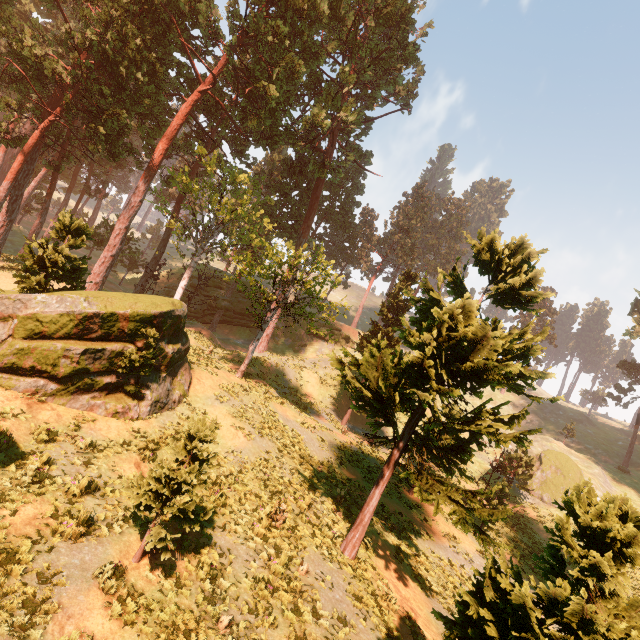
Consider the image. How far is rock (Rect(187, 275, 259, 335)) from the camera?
42.84m

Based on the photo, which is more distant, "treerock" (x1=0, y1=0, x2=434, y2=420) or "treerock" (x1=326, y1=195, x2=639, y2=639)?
"treerock" (x1=0, y1=0, x2=434, y2=420)

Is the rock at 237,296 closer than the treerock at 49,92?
No

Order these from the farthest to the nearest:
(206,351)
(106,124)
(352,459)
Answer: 1. (206,351)
2. (106,124)
3. (352,459)

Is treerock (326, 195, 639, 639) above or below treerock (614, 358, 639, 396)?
below

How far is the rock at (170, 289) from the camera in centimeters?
4334cm
